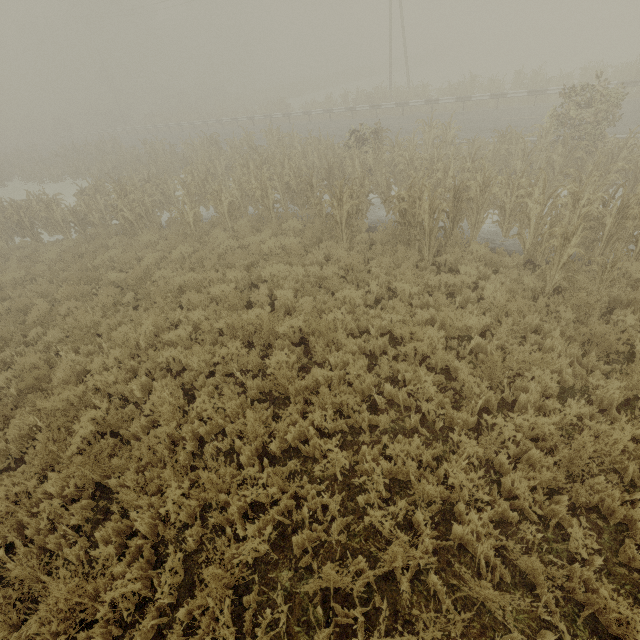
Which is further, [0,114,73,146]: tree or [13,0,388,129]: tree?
[0,114,73,146]: tree

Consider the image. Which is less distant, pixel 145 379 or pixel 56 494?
pixel 56 494

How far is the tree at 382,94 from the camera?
22.6m

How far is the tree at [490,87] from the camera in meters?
20.7 m

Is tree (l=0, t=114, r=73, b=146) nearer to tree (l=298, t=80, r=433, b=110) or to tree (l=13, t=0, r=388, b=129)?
tree (l=13, t=0, r=388, b=129)

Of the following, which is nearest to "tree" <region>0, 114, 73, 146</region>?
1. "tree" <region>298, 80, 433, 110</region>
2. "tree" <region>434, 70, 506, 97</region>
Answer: "tree" <region>298, 80, 433, 110</region>

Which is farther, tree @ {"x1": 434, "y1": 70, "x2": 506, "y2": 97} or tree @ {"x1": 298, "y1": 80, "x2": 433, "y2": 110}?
tree @ {"x1": 298, "y1": 80, "x2": 433, "y2": 110}
